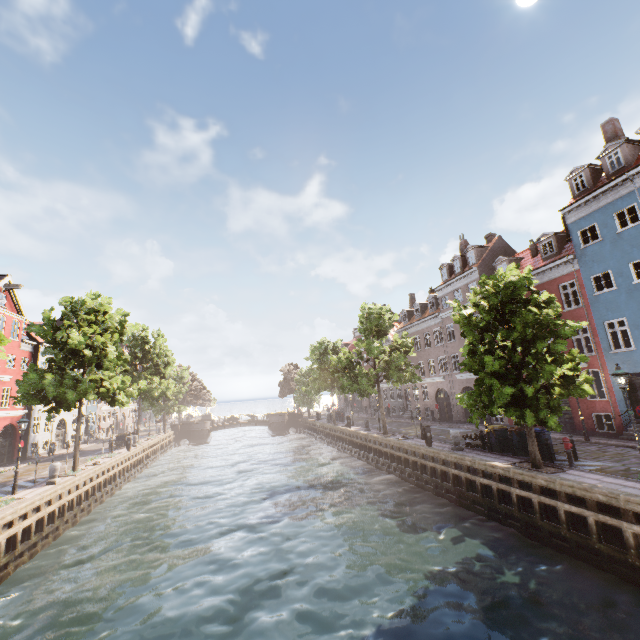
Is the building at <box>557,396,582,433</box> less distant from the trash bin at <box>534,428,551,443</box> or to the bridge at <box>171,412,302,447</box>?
the trash bin at <box>534,428,551,443</box>

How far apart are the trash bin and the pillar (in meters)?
24.72

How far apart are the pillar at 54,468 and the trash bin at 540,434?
24.72m

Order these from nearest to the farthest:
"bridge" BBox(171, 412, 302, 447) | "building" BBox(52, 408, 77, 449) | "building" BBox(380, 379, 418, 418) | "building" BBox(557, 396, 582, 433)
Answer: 1. "building" BBox(557, 396, 582, 433)
2. "building" BBox(52, 408, 77, 449)
3. "building" BBox(380, 379, 418, 418)
4. "bridge" BBox(171, 412, 302, 447)

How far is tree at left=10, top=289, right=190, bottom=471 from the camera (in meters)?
19.36

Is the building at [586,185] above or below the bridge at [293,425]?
above

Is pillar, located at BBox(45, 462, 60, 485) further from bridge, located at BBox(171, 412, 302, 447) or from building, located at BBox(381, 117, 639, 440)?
bridge, located at BBox(171, 412, 302, 447)

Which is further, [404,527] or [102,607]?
[404,527]
